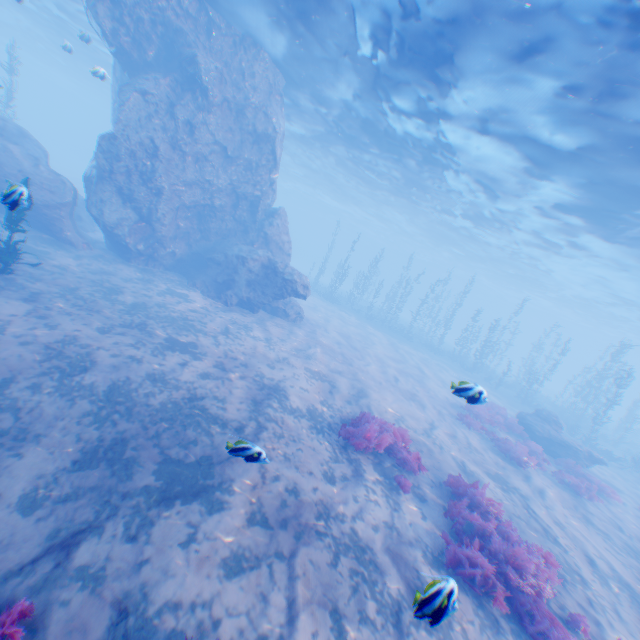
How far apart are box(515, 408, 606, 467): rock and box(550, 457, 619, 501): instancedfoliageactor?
2.53m

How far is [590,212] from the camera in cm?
1795

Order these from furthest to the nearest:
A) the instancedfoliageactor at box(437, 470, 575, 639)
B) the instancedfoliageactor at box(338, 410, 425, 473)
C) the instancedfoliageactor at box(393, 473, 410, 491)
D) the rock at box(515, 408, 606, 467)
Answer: the rock at box(515, 408, 606, 467)
the instancedfoliageactor at box(338, 410, 425, 473)
the instancedfoliageactor at box(393, 473, 410, 491)
the instancedfoliageactor at box(437, 470, 575, 639)

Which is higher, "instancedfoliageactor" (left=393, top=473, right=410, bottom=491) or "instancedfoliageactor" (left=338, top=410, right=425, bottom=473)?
"instancedfoliageactor" (left=338, top=410, right=425, bottom=473)

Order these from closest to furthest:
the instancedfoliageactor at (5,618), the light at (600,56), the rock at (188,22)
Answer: the instancedfoliageactor at (5,618) < the light at (600,56) < the rock at (188,22)

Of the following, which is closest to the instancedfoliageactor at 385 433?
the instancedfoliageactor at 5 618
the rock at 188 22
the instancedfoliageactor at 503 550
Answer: the instancedfoliageactor at 503 550

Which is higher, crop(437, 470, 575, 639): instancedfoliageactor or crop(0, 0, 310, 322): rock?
crop(0, 0, 310, 322): rock

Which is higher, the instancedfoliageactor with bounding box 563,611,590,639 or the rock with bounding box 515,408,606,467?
the rock with bounding box 515,408,606,467
